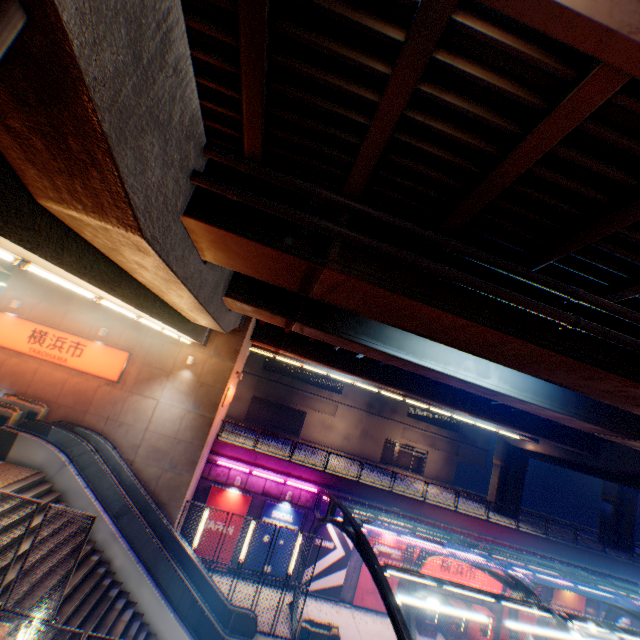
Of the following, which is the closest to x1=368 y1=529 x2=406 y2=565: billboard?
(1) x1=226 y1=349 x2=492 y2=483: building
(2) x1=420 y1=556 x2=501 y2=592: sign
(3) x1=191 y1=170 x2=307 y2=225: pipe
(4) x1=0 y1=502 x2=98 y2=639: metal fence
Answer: (2) x1=420 y1=556 x2=501 y2=592: sign

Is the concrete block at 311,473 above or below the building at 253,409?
below

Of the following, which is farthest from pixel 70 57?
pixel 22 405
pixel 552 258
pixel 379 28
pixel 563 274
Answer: pixel 22 405

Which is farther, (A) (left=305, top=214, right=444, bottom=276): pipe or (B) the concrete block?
(B) the concrete block

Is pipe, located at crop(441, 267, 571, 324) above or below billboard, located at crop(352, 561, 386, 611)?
above

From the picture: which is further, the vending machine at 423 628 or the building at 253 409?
the building at 253 409

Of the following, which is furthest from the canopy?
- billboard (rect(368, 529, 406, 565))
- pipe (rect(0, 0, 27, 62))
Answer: pipe (rect(0, 0, 27, 62))

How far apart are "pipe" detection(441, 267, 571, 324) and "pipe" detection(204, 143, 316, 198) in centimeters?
28cm
